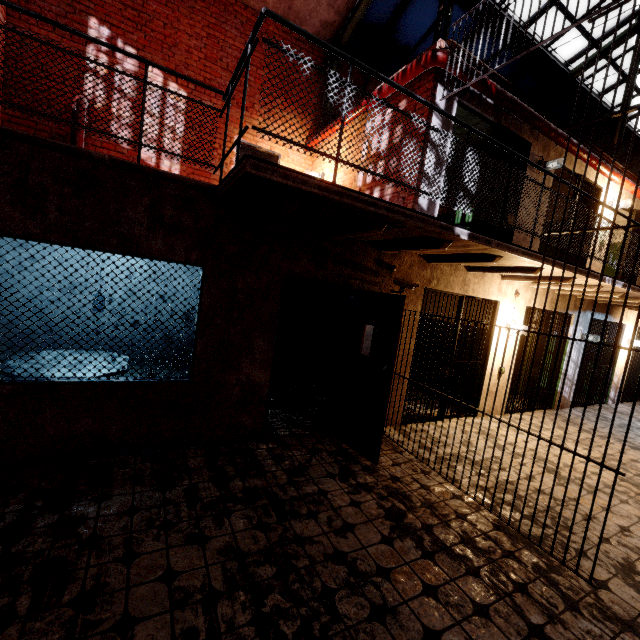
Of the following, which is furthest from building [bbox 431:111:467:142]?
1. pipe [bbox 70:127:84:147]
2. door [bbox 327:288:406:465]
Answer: pipe [bbox 70:127:84:147]

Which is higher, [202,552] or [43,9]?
[43,9]

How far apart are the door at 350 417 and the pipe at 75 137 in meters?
5.5

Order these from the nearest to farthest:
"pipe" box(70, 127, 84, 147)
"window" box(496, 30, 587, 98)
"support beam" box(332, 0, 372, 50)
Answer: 1. "pipe" box(70, 127, 84, 147)
2. "support beam" box(332, 0, 372, 50)
3. "window" box(496, 30, 587, 98)

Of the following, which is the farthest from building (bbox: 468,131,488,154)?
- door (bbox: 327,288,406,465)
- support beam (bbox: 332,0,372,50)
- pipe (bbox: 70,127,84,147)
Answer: pipe (bbox: 70,127,84,147)

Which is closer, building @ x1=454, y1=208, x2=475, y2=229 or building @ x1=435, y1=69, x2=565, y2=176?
building @ x1=435, y1=69, x2=565, y2=176

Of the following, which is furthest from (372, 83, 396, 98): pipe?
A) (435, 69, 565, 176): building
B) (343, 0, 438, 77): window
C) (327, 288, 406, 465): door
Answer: (327, 288, 406, 465): door

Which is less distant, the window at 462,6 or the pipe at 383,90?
the pipe at 383,90
